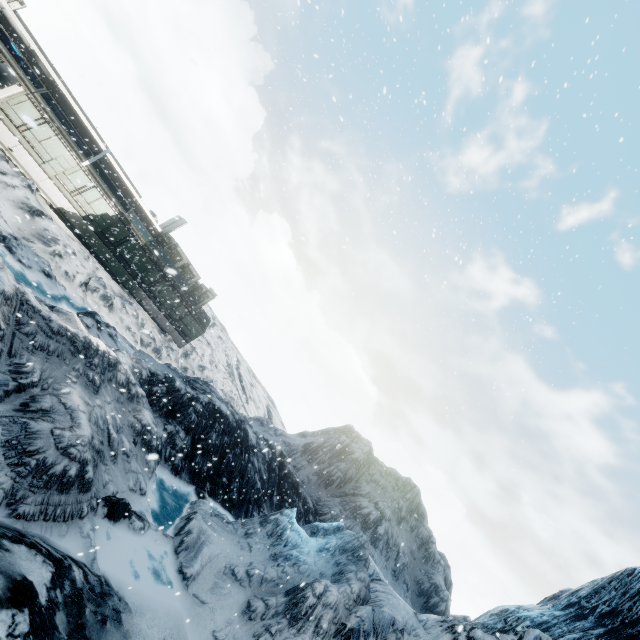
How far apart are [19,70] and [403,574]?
43.59m
